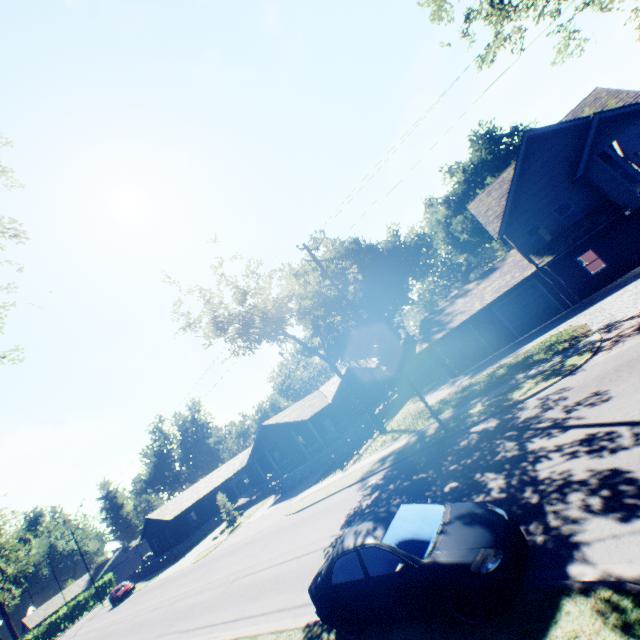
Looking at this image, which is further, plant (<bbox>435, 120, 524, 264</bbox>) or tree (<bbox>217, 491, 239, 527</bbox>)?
plant (<bbox>435, 120, 524, 264</bbox>)

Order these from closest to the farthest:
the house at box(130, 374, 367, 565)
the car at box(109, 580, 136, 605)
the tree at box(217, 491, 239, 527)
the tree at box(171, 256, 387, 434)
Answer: the tree at box(171, 256, 387, 434) < the house at box(130, 374, 367, 565) < the tree at box(217, 491, 239, 527) < the car at box(109, 580, 136, 605)

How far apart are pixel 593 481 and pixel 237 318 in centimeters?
2709cm

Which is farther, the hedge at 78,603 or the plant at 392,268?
the hedge at 78,603

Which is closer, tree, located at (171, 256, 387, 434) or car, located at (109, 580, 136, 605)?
tree, located at (171, 256, 387, 434)

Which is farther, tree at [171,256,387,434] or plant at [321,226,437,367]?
plant at [321,226,437,367]

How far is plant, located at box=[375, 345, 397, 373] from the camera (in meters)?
55.40

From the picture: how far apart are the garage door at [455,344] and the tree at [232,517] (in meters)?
26.86
